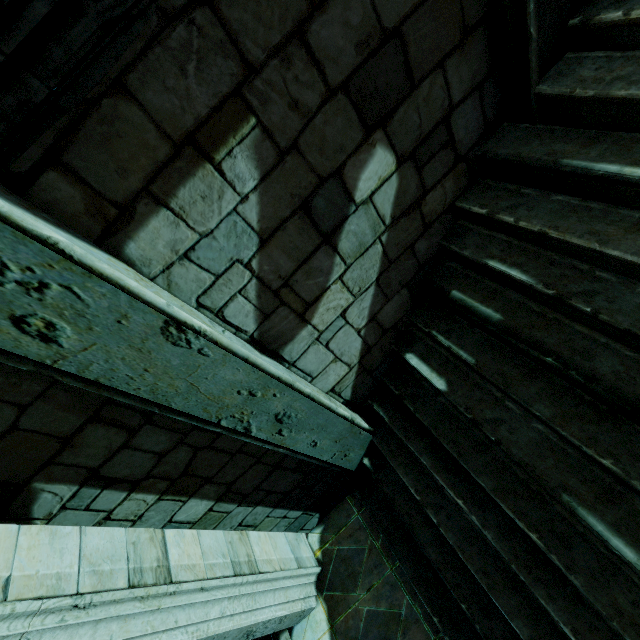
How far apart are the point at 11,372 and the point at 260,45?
2.13m
